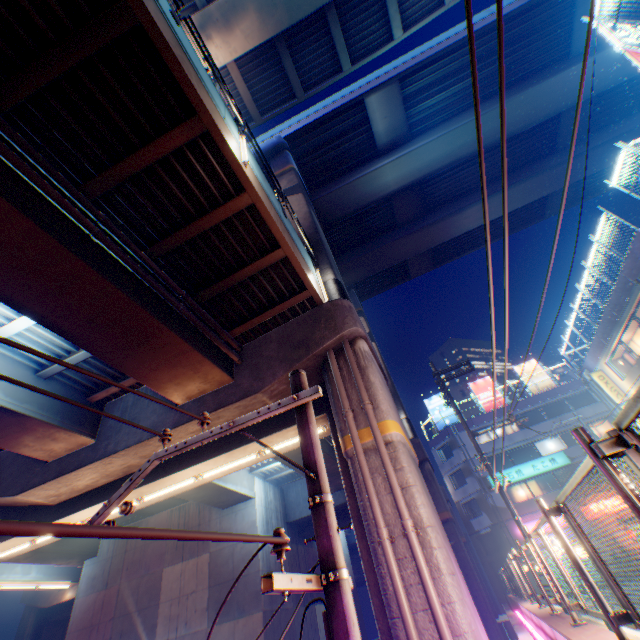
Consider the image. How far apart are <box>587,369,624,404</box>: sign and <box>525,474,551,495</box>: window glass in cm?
1354

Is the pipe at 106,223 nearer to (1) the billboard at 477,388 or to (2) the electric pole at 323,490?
(2) the electric pole at 323,490

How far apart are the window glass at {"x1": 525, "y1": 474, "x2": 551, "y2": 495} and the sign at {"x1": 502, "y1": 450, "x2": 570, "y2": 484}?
0.5 meters

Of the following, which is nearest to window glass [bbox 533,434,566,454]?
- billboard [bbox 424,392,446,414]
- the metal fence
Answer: the metal fence

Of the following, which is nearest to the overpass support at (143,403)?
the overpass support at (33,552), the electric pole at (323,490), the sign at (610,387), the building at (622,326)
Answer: the overpass support at (33,552)

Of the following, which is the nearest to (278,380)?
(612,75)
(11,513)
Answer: (11,513)

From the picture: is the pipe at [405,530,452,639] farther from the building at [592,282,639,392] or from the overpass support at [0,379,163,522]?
the building at [592,282,639,392]

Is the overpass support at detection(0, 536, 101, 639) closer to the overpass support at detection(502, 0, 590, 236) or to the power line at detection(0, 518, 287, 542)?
the overpass support at detection(502, 0, 590, 236)
